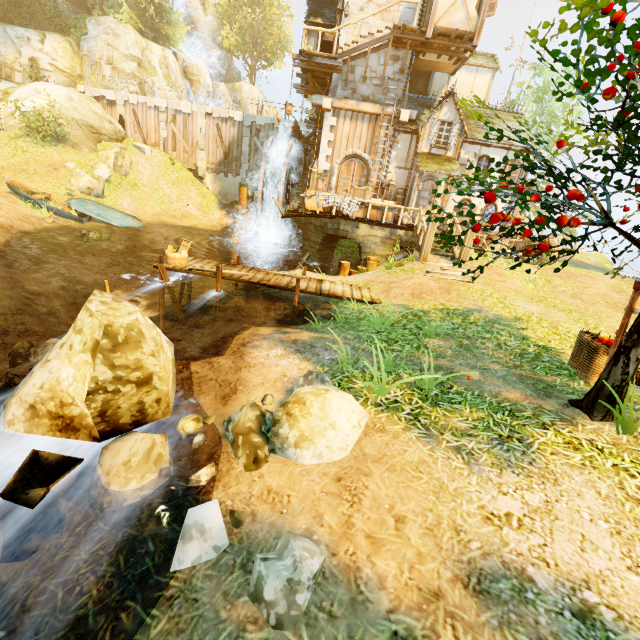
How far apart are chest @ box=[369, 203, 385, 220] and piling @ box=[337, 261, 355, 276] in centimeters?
175cm

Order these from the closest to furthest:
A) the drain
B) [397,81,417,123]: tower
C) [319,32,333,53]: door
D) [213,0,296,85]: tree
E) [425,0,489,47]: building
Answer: [425,0,489,47]: building → [397,81,417,123]: tower → [319,32,333,53]: door → the drain → [213,0,296,85]: tree

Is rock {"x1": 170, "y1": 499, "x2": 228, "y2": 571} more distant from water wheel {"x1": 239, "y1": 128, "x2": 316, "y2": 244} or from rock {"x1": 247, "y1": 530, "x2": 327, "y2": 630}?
water wheel {"x1": 239, "y1": 128, "x2": 316, "y2": 244}

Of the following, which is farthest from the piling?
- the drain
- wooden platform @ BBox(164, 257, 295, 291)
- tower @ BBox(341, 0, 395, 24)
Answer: the drain

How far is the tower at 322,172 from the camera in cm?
1648

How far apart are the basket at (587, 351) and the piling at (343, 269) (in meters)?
9.79

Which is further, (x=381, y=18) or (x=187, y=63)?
(x=187, y=63)

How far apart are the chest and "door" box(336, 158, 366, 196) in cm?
272
